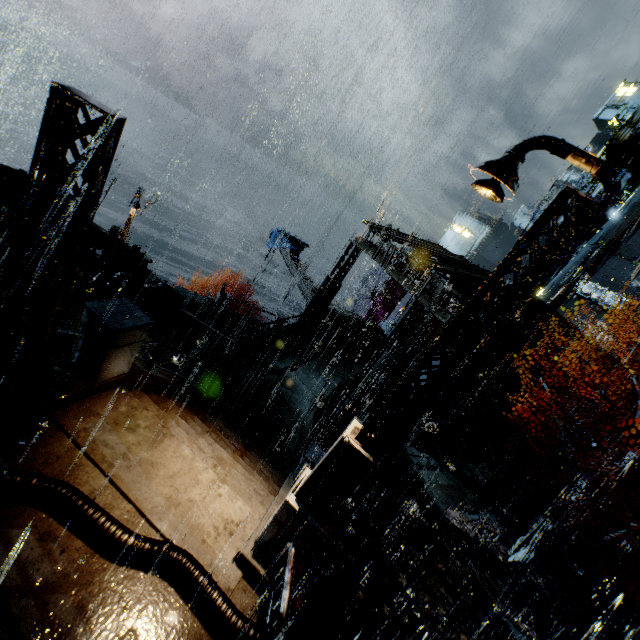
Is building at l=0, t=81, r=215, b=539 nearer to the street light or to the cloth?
the street light

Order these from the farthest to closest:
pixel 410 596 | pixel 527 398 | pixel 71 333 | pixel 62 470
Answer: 1. pixel 527 398
2. pixel 71 333
3. pixel 410 596
4. pixel 62 470

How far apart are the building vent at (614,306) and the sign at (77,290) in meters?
39.8 m

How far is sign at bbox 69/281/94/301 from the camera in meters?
11.6

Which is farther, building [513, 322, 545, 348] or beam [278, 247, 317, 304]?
beam [278, 247, 317, 304]

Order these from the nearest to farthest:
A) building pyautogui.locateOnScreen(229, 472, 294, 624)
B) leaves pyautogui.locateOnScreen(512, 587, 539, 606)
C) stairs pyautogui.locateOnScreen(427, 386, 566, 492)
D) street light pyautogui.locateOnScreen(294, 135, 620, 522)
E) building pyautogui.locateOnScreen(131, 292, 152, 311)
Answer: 1. street light pyautogui.locateOnScreen(294, 135, 620, 522)
2. building pyautogui.locateOnScreen(229, 472, 294, 624)
3. leaves pyautogui.locateOnScreen(512, 587, 539, 606)
4. building pyautogui.locateOnScreen(131, 292, 152, 311)
5. stairs pyautogui.locateOnScreen(427, 386, 566, 492)

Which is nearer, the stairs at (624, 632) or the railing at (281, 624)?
the railing at (281, 624)

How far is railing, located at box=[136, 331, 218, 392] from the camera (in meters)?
7.48
